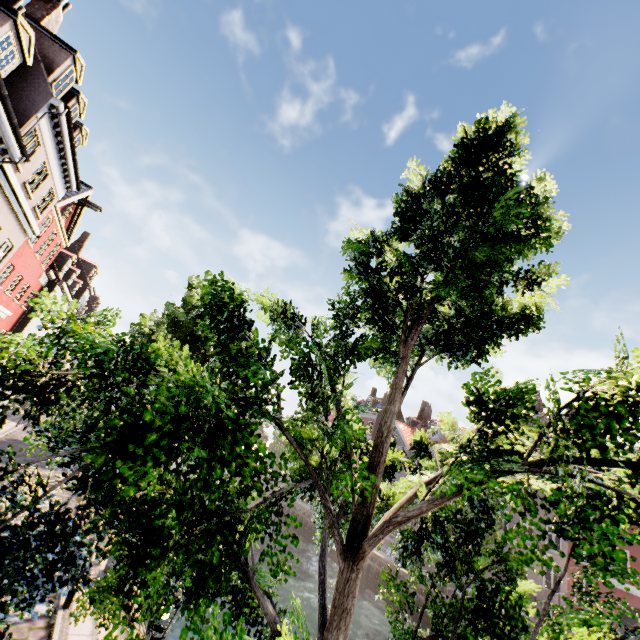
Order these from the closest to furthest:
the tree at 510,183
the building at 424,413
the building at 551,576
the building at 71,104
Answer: the tree at 510,183 < the building at 71,104 < the building at 551,576 < the building at 424,413

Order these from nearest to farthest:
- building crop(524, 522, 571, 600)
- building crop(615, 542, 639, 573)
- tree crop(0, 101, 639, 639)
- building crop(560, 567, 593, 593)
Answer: tree crop(0, 101, 639, 639) < building crop(615, 542, 639, 573) < building crop(560, 567, 593, 593) < building crop(524, 522, 571, 600)

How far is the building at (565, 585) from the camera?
23.59m

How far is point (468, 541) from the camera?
3.4 meters

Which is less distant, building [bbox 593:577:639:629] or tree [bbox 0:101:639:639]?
tree [bbox 0:101:639:639]

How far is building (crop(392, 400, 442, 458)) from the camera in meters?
41.2

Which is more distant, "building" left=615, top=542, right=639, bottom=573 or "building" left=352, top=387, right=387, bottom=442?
"building" left=352, top=387, right=387, bottom=442
